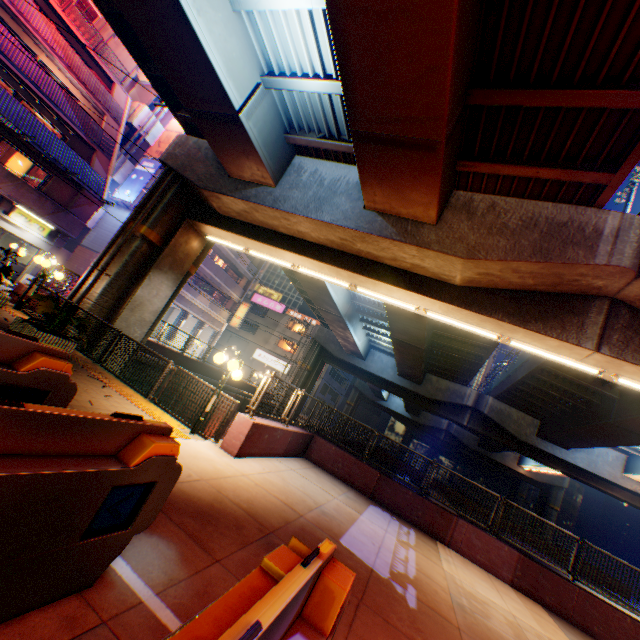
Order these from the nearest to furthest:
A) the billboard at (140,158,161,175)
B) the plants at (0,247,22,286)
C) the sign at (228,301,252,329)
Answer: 1. the plants at (0,247,22,286)
2. the billboard at (140,158,161,175)
3. the sign at (228,301,252,329)

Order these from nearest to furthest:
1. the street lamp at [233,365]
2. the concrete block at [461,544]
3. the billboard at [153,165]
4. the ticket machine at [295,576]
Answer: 1. the ticket machine at [295,576]
2. the street lamp at [233,365]
3. the concrete block at [461,544]
4. the billboard at [153,165]

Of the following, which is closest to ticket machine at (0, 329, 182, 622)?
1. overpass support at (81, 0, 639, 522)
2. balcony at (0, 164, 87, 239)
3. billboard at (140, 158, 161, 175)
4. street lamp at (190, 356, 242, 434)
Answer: street lamp at (190, 356, 242, 434)

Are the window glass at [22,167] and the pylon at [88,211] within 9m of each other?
yes

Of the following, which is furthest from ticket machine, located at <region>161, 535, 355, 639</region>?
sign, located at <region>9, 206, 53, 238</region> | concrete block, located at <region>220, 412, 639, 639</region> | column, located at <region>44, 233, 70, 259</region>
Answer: column, located at <region>44, 233, 70, 259</region>

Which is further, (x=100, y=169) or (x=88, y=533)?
(x=100, y=169)

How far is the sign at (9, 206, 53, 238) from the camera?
18.91m

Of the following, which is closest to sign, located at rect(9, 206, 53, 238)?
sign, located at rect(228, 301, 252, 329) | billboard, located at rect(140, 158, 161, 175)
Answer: billboard, located at rect(140, 158, 161, 175)
